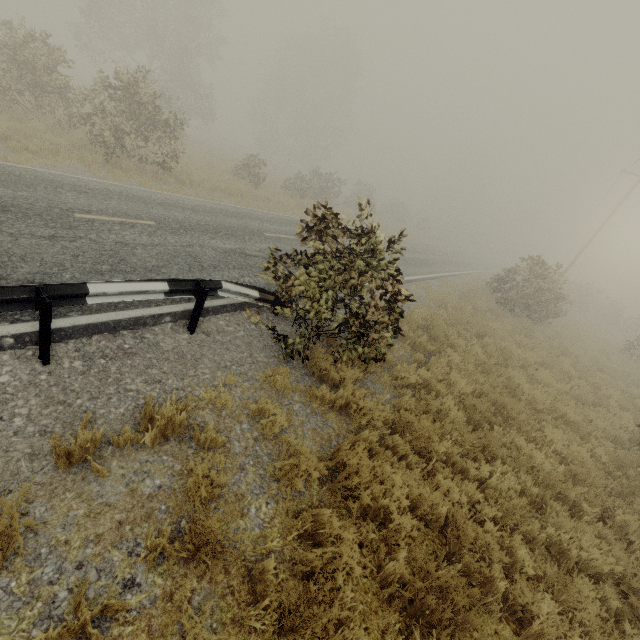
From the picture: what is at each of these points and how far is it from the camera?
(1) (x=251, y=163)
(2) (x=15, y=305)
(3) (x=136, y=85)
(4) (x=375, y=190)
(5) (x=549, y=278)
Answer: (1) tree, 21.1m
(2) guardrail, 3.4m
(3) tree, 12.7m
(4) tree, 38.4m
(5) tree, 17.4m

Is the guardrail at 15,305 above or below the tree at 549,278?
below

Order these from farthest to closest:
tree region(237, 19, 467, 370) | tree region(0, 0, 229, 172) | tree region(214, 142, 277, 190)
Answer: tree region(214, 142, 277, 190) < tree region(0, 0, 229, 172) < tree region(237, 19, 467, 370)

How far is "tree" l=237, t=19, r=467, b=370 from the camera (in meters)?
4.80

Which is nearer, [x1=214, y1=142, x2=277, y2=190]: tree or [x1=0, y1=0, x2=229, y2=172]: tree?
[x1=0, y1=0, x2=229, y2=172]: tree
